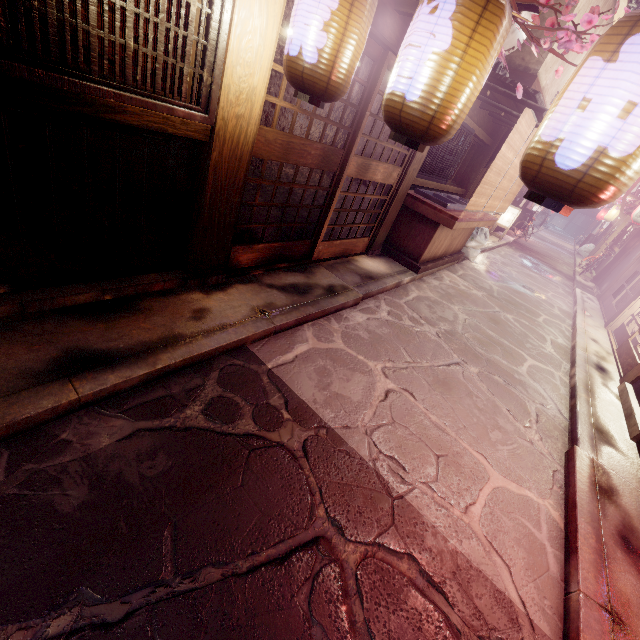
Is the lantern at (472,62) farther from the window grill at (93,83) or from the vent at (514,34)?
the vent at (514,34)

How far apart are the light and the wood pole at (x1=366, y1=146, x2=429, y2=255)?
18.97m

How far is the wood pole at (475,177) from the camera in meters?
14.9 m

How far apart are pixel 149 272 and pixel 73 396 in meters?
2.7 m

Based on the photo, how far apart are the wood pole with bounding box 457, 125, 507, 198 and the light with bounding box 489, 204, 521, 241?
10.5m

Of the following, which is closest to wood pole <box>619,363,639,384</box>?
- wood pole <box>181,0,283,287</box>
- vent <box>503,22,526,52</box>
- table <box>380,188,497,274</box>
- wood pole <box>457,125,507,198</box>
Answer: table <box>380,188,497,274</box>

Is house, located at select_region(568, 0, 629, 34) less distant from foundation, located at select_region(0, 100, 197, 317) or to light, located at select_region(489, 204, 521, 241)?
light, located at select_region(489, 204, 521, 241)

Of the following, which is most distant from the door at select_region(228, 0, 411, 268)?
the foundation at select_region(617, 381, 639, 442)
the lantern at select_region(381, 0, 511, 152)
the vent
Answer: the foundation at select_region(617, 381, 639, 442)
